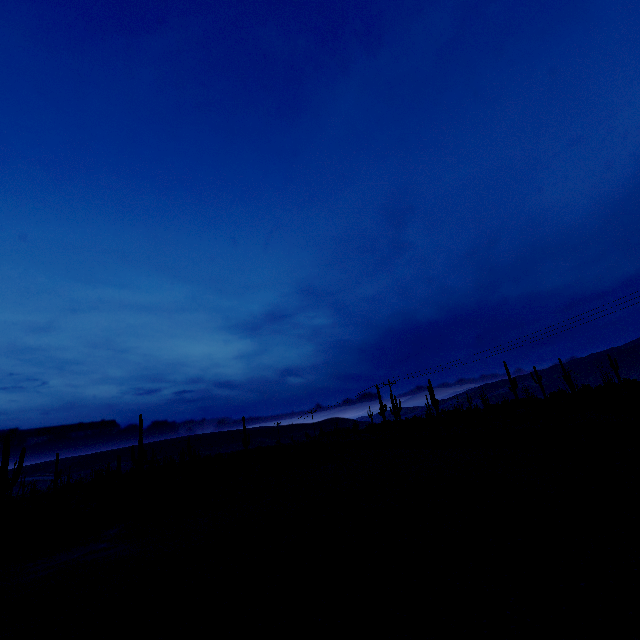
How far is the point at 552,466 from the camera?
13.1 meters
